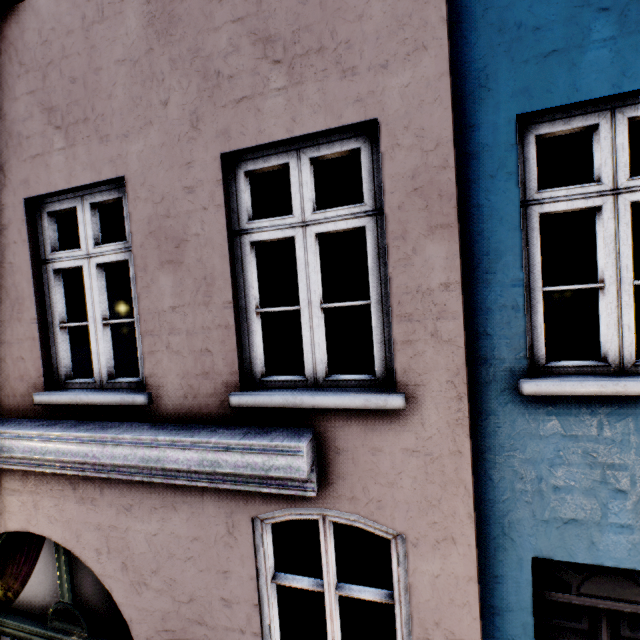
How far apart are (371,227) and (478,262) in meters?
0.8
